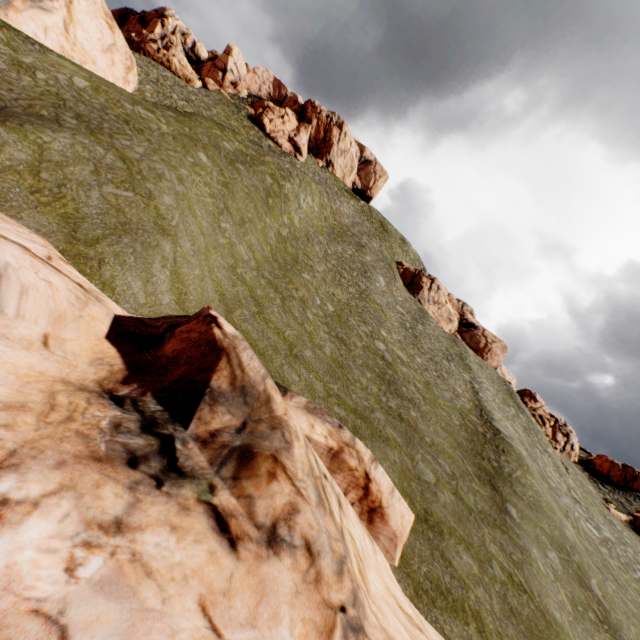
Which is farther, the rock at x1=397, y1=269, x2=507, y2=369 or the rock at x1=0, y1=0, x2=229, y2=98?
Result: the rock at x1=397, y1=269, x2=507, y2=369

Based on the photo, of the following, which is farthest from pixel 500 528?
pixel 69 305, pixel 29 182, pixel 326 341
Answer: pixel 29 182

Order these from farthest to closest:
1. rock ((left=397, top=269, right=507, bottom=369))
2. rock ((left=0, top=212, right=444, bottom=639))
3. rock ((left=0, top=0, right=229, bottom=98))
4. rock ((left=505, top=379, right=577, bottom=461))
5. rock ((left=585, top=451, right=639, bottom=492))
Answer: rock ((left=397, top=269, right=507, bottom=369)) → rock ((left=585, top=451, right=639, bottom=492)) → rock ((left=505, top=379, right=577, bottom=461)) → rock ((left=0, top=0, right=229, bottom=98)) → rock ((left=0, top=212, right=444, bottom=639))

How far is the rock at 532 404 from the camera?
44.8m

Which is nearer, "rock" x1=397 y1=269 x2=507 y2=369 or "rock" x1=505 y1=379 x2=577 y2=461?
"rock" x1=505 y1=379 x2=577 y2=461
